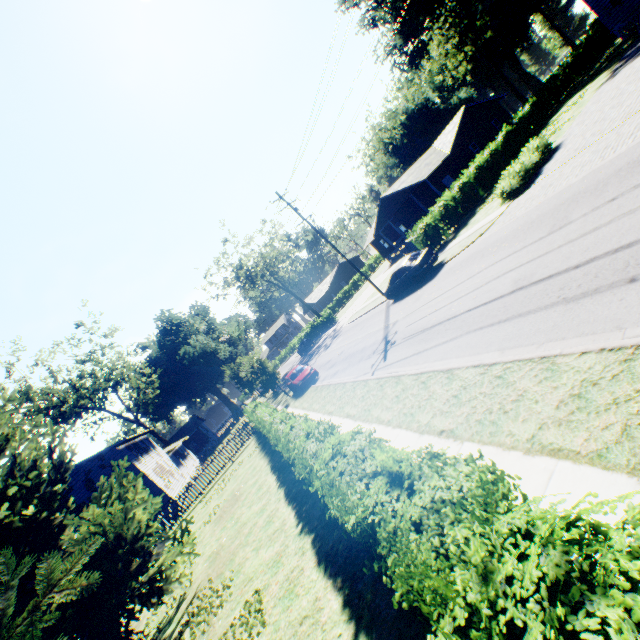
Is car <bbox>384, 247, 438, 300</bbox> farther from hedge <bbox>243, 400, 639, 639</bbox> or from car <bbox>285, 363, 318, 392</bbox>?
hedge <bbox>243, 400, 639, 639</bbox>

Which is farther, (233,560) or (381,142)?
(381,142)

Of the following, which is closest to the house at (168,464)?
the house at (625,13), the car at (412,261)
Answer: the car at (412,261)

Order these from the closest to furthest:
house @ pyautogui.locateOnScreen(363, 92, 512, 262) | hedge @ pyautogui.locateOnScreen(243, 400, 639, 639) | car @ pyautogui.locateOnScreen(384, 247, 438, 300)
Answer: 1. hedge @ pyautogui.locateOnScreen(243, 400, 639, 639)
2. car @ pyautogui.locateOnScreen(384, 247, 438, 300)
3. house @ pyautogui.locateOnScreen(363, 92, 512, 262)

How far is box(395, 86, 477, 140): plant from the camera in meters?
55.5 m

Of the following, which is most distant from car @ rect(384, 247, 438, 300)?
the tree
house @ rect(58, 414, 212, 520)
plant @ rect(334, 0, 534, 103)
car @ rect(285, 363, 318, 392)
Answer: the tree

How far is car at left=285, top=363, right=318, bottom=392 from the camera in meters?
23.3

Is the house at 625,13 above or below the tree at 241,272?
below
